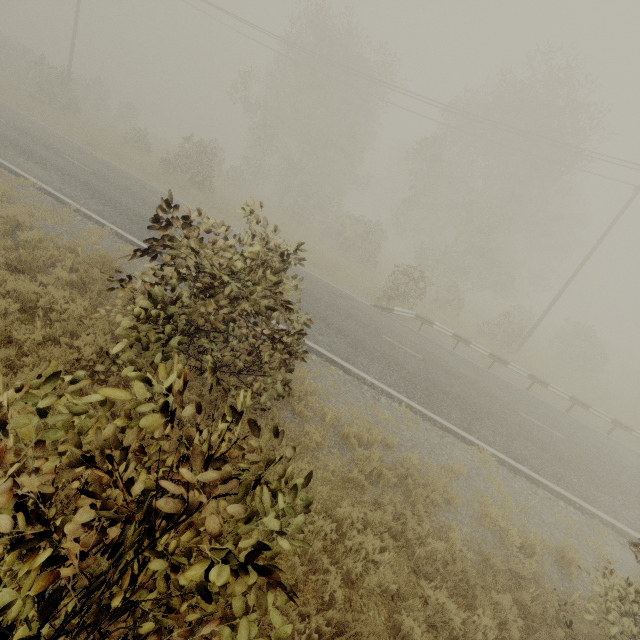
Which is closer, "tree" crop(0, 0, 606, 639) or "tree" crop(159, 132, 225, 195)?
"tree" crop(0, 0, 606, 639)

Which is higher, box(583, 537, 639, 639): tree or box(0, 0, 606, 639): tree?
box(0, 0, 606, 639): tree

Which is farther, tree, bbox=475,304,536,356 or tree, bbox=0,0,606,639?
tree, bbox=475,304,536,356

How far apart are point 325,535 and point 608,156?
22.7 meters

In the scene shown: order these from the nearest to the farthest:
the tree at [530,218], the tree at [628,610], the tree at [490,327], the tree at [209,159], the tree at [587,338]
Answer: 1. the tree at [530,218]
2. the tree at [628,610]
3. the tree at [490,327]
4. the tree at [209,159]
5. the tree at [587,338]

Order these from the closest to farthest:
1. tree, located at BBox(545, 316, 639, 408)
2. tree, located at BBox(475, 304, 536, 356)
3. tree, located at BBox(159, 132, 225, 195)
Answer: tree, located at BBox(475, 304, 536, 356)
tree, located at BBox(159, 132, 225, 195)
tree, located at BBox(545, 316, 639, 408)

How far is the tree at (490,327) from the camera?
19.3 meters
